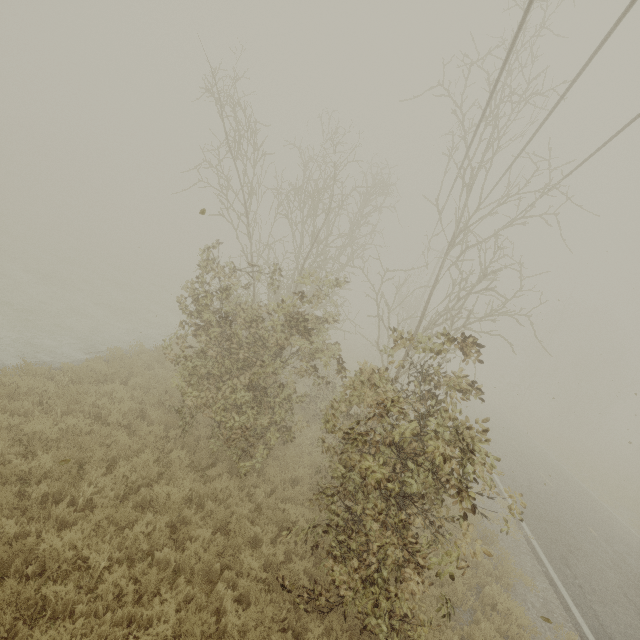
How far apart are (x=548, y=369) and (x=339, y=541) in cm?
5728
